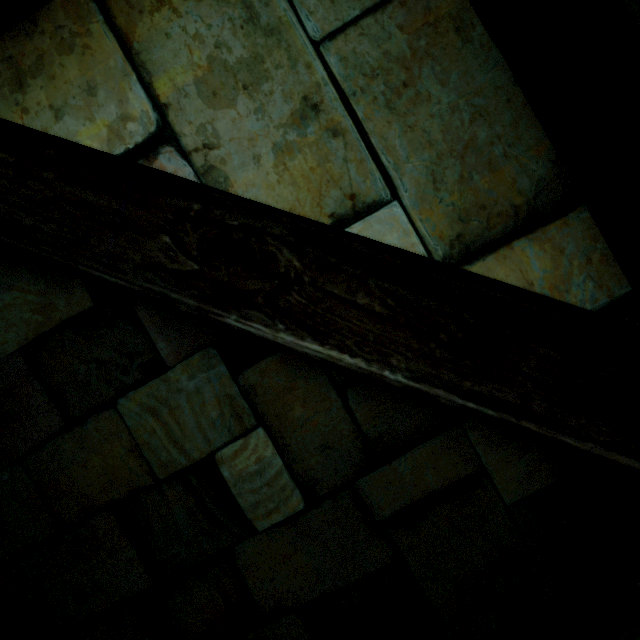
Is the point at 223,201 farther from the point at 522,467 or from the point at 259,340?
the point at 522,467
